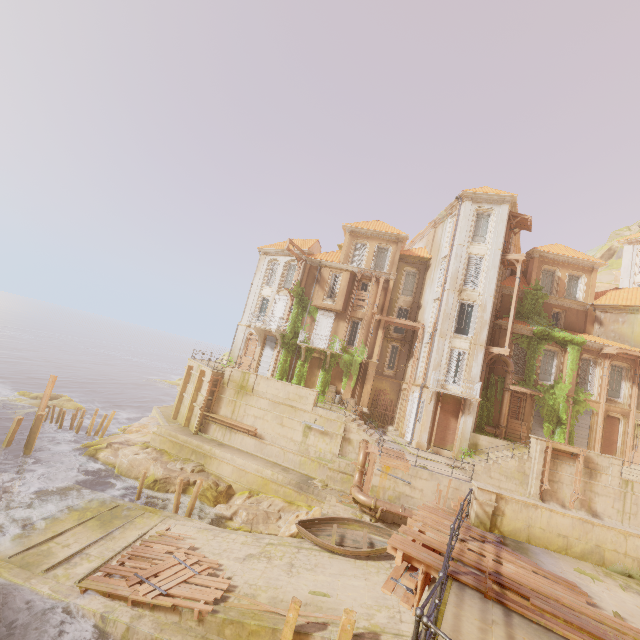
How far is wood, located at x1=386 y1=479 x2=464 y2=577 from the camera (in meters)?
6.82

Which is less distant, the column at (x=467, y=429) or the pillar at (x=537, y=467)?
the pillar at (x=537, y=467)

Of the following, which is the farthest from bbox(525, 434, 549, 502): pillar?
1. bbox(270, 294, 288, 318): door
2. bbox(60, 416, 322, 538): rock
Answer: bbox(270, 294, 288, 318): door

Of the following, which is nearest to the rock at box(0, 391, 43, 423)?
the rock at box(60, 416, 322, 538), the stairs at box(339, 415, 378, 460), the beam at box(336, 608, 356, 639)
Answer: the rock at box(60, 416, 322, 538)

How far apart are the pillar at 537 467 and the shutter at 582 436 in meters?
6.7

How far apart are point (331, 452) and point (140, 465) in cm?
1324

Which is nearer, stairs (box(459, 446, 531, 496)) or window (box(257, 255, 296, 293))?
stairs (box(459, 446, 531, 496))

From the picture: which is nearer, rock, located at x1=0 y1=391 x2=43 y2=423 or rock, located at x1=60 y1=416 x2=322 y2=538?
rock, located at x1=60 y1=416 x2=322 y2=538
